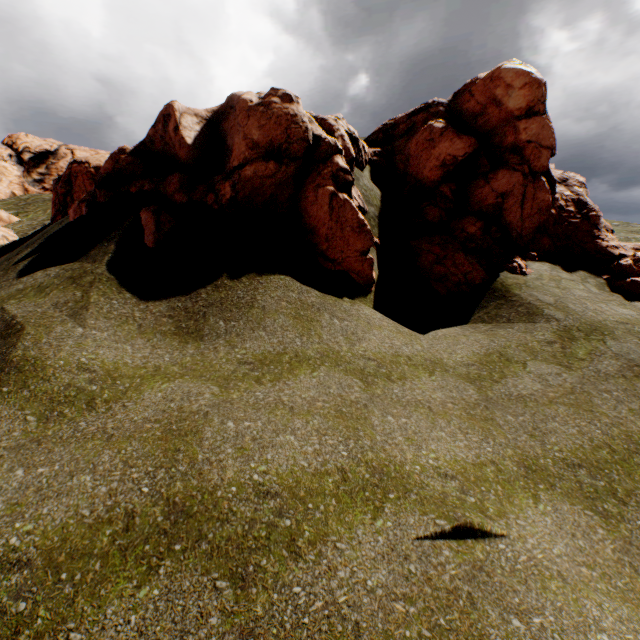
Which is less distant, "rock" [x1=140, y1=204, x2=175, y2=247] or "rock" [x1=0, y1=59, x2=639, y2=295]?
"rock" [x1=140, y1=204, x2=175, y2=247]

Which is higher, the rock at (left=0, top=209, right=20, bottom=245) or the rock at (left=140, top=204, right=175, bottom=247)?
the rock at (left=0, top=209, right=20, bottom=245)

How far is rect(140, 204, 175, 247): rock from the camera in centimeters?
916cm

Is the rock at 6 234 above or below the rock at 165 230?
above

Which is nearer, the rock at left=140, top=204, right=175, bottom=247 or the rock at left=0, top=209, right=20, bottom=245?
the rock at left=140, top=204, right=175, bottom=247

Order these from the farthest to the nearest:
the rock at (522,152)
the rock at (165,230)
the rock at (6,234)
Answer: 1. the rock at (6,234)
2. the rock at (522,152)
3. the rock at (165,230)

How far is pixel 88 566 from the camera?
3.85m

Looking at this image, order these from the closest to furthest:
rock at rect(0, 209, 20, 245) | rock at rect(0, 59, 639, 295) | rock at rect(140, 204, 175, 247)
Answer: rock at rect(140, 204, 175, 247), rock at rect(0, 59, 639, 295), rock at rect(0, 209, 20, 245)
